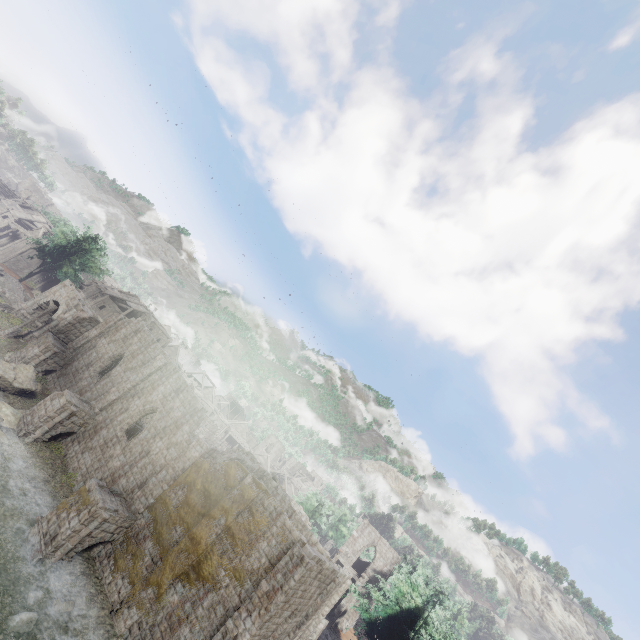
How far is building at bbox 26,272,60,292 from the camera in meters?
54.3

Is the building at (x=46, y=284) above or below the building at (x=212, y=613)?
below

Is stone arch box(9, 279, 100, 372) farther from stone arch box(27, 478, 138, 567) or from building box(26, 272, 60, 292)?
stone arch box(27, 478, 138, 567)

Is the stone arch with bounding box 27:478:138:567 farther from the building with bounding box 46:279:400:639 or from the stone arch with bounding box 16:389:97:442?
the stone arch with bounding box 16:389:97:442

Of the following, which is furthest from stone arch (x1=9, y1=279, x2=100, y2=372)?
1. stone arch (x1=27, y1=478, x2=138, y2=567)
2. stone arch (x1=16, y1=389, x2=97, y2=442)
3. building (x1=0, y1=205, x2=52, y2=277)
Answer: stone arch (x1=27, y1=478, x2=138, y2=567)

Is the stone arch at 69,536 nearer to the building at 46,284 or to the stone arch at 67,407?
the building at 46,284

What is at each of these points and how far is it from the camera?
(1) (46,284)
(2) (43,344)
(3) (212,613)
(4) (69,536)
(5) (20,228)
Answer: (1) building, 56.7 meters
(2) stone arch, 29.3 meters
(3) building, 16.3 meters
(4) stone arch, 17.1 meters
(5) building, 56.6 meters
